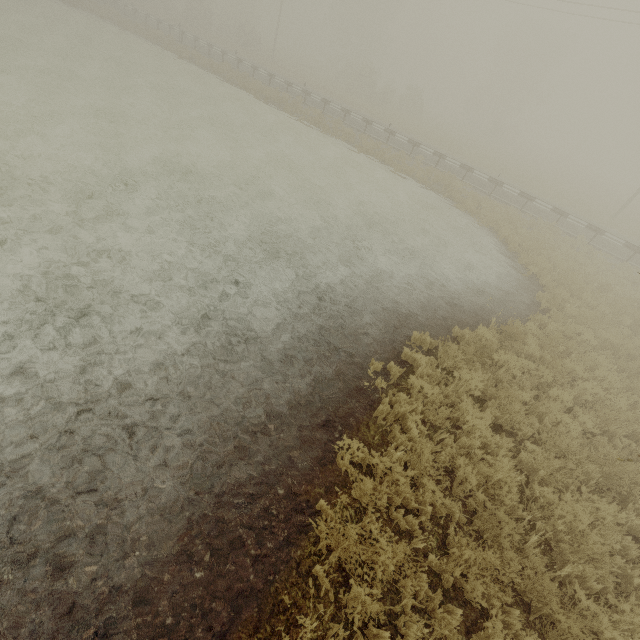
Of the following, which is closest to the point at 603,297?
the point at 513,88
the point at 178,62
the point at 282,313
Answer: the point at 282,313
